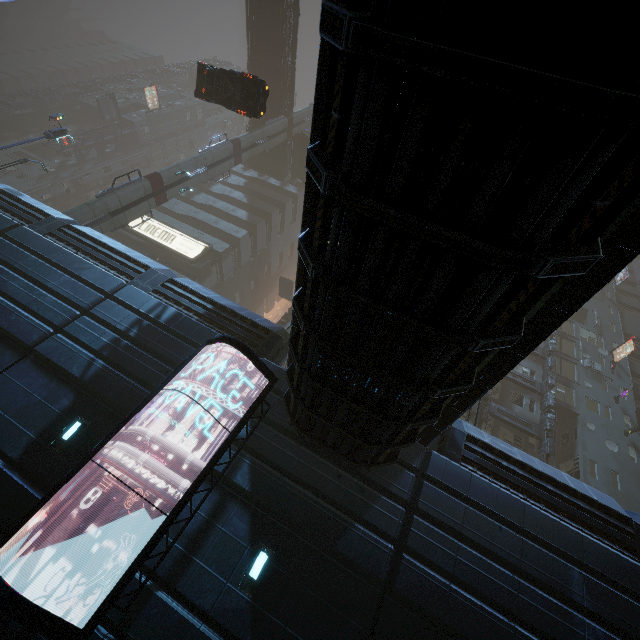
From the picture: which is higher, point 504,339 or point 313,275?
point 504,339

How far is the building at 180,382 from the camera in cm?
943

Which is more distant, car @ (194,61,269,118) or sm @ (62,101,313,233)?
sm @ (62,101,313,233)

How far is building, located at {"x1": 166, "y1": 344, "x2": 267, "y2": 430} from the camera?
9.43m

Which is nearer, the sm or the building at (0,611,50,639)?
the building at (0,611,50,639)

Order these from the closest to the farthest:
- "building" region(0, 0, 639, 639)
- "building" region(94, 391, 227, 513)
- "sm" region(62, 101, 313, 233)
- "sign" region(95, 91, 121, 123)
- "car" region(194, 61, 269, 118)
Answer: "building" region(0, 0, 639, 639) < "building" region(94, 391, 227, 513) < "car" region(194, 61, 269, 118) < "sm" region(62, 101, 313, 233) < "sign" region(95, 91, 121, 123)

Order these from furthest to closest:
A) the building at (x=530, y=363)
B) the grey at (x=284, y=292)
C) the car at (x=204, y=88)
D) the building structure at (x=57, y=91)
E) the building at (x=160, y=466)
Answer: the building structure at (x=57, y=91) → the grey at (x=284, y=292) → the building at (x=530, y=363) → the car at (x=204, y=88) → the building at (x=160, y=466)

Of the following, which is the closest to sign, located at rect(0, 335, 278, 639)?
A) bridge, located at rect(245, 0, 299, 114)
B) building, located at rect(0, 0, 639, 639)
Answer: building, located at rect(0, 0, 639, 639)
